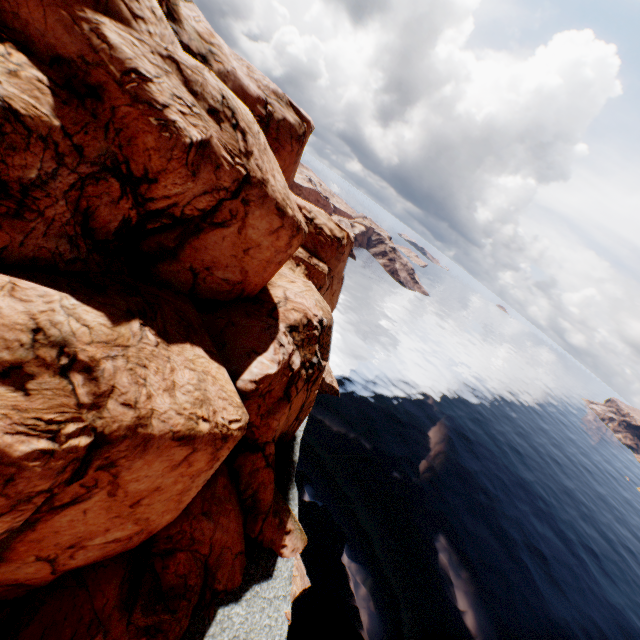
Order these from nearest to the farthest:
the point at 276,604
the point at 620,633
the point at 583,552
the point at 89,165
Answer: the point at 89,165 < the point at 276,604 < the point at 620,633 < the point at 583,552
